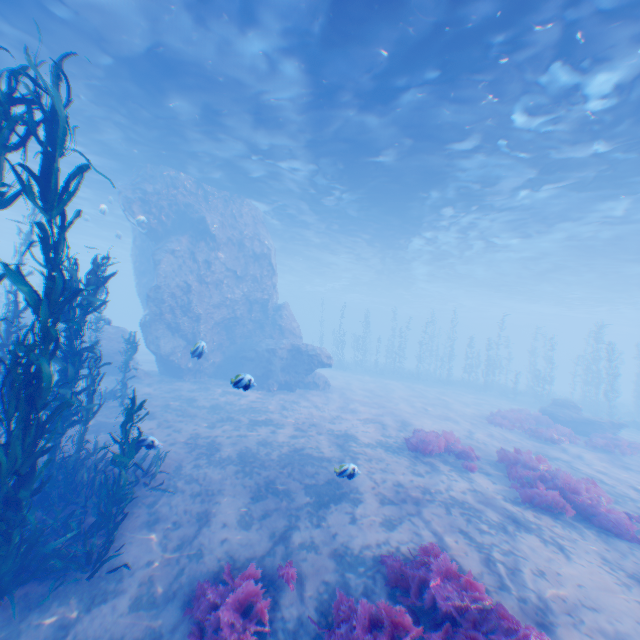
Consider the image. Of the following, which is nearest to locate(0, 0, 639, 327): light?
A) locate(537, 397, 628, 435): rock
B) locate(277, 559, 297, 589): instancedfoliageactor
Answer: locate(277, 559, 297, 589): instancedfoliageactor

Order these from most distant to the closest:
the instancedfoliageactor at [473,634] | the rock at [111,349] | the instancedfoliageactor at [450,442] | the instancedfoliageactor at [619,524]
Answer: the rock at [111,349], the instancedfoliageactor at [450,442], the instancedfoliageactor at [619,524], the instancedfoliageactor at [473,634]

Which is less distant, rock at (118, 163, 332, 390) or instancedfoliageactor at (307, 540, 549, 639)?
instancedfoliageactor at (307, 540, 549, 639)

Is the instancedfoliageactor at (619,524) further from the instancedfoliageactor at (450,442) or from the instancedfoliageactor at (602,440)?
the instancedfoliageactor at (602,440)

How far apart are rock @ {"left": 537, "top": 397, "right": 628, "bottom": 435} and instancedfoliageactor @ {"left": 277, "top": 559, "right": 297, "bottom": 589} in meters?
20.1 m

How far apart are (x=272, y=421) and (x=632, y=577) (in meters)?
10.77

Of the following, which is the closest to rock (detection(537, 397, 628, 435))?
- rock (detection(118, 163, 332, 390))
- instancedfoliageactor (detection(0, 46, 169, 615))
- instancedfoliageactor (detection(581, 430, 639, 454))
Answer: instancedfoliageactor (detection(581, 430, 639, 454))

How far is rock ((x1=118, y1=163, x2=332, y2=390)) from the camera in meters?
18.7
